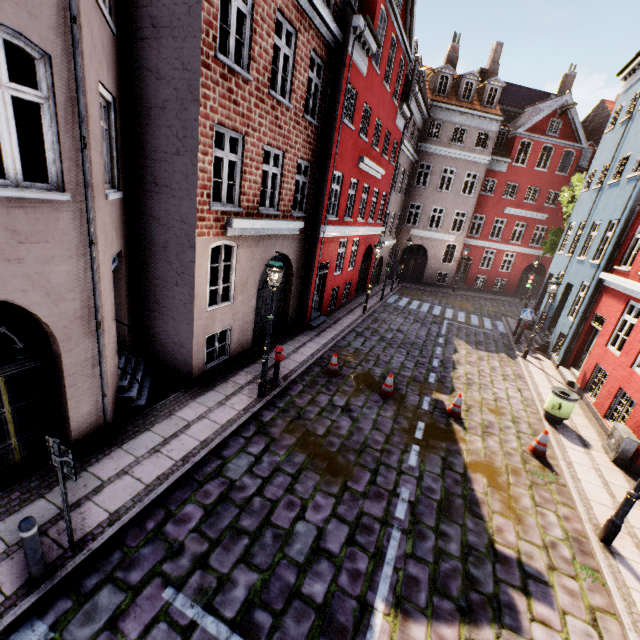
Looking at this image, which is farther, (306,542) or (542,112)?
(542,112)

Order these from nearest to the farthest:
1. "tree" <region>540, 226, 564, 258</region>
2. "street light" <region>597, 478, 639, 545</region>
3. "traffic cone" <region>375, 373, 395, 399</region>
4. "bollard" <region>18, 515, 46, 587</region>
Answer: "bollard" <region>18, 515, 46, 587</region>
"street light" <region>597, 478, 639, 545</region>
"traffic cone" <region>375, 373, 395, 399</region>
"tree" <region>540, 226, 564, 258</region>

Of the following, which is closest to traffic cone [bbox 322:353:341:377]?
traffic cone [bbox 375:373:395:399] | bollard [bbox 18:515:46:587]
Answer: traffic cone [bbox 375:373:395:399]

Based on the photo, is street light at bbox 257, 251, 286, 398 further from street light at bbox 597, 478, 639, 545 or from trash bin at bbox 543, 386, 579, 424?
trash bin at bbox 543, 386, 579, 424

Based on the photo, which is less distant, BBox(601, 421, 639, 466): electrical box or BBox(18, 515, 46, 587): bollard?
BBox(18, 515, 46, 587): bollard

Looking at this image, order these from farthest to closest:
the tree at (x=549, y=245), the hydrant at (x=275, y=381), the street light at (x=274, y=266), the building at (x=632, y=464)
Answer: the tree at (x=549, y=245) → the hydrant at (x=275, y=381) → the building at (x=632, y=464) → the street light at (x=274, y=266)

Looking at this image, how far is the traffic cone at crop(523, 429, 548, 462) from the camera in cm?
833

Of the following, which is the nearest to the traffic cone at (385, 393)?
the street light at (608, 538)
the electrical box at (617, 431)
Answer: the street light at (608, 538)
